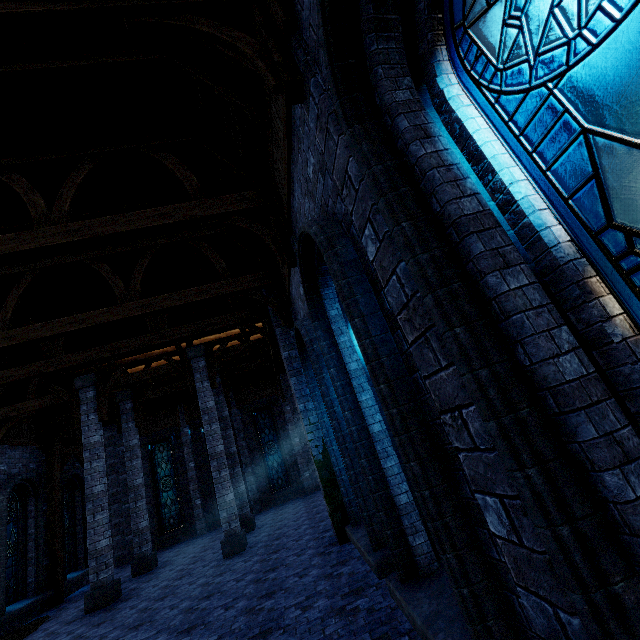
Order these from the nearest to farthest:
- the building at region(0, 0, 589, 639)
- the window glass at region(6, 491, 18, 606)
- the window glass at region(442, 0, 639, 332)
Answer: the window glass at region(442, 0, 639, 332) < the building at region(0, 0, 589, 639) < the window glass at region(6, 491, 18, 606)

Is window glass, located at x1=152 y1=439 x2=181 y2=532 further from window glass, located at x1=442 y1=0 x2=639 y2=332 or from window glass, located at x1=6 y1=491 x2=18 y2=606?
window glass, located at x1=442 y1=0 x2=639 y2=332

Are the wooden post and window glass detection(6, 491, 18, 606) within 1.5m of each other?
yes

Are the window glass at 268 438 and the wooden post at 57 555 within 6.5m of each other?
no

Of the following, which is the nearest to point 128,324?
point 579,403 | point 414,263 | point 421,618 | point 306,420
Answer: point 306,420

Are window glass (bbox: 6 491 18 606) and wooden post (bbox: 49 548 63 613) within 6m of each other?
yes

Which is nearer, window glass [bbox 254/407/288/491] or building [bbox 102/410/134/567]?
building [bbox 102/410/134/567]

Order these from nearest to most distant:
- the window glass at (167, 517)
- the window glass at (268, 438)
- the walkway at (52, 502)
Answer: → the walkway at (52, 502) < the window glass at (167, 517) < the window glass at (268, 438)
